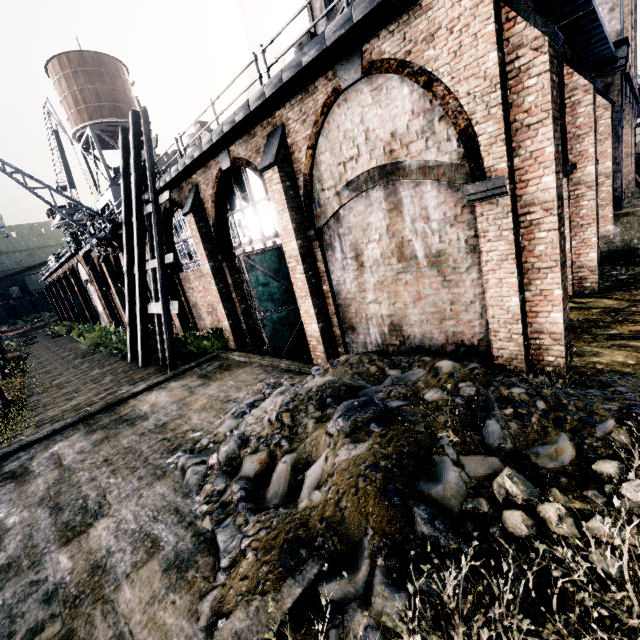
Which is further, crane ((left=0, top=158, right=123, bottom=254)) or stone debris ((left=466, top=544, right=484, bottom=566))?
crane ((left=0, top=158, right=123, bottom=254))

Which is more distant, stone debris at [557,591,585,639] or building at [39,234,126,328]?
building at [39,234,126,328]

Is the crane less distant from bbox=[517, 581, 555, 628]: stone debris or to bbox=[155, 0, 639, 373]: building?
bbox=[155, 0, 639, 373]: building

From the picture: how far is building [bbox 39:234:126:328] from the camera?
27.11m

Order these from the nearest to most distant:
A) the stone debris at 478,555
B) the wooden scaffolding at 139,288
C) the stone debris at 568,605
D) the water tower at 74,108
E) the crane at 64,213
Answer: the stone debris at 568,605 < the stone debris at 478,555 < the wooden scaffolding at 139,288 < the crane at 64,213 < the water tower at 74,108

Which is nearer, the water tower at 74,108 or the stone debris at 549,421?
the stone debris at 549,421

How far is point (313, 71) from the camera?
7.7m

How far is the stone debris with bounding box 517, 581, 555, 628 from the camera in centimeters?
322cm
